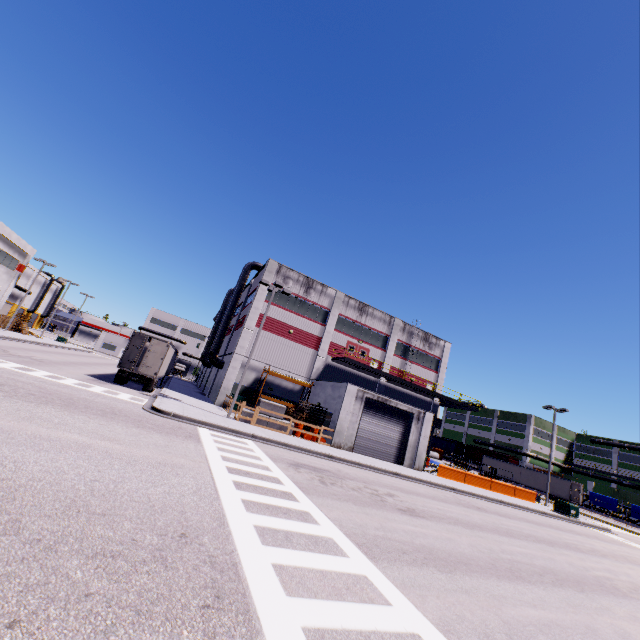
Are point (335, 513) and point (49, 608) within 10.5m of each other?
yes

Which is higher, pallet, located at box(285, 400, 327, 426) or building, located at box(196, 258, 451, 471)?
building, located at box(196, 258, 451, 471)

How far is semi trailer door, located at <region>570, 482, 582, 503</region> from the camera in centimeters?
4547cm

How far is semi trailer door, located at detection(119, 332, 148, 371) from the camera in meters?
22.7

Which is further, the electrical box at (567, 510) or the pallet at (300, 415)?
the electrical box at (567, 510)

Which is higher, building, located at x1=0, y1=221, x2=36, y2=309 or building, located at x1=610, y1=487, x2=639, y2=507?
building, located at x1=0, y1=221, x2=36, y2=309

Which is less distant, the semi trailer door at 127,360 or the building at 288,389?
the semi trailer door at 127,360

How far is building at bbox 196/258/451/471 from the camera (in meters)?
26.69
